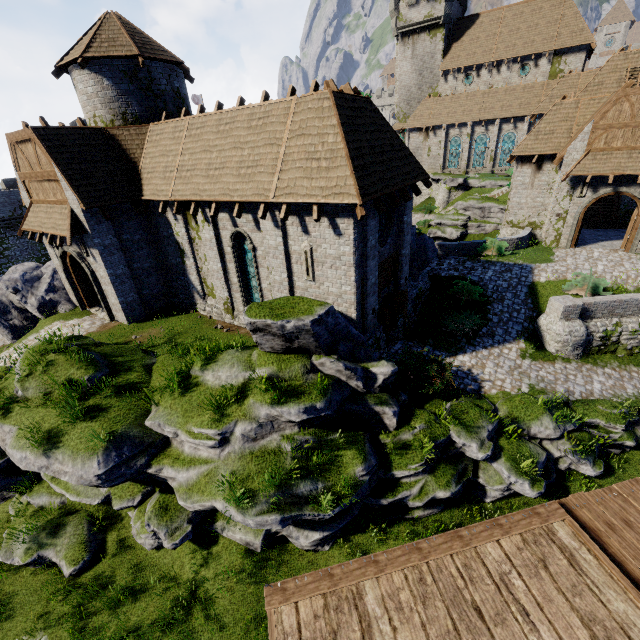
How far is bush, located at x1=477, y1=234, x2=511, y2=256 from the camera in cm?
2167

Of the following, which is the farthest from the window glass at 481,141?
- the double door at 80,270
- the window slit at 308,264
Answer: the double door at 80,270

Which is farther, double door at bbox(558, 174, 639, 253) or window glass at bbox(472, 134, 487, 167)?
window glass at bbox(472, 134, 487, 167)

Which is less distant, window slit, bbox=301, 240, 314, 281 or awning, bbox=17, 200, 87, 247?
window slit, bbox=301, 240, 314, 281

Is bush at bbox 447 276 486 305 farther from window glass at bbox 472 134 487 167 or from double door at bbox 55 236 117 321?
window glass at bbox 472 134 487 167

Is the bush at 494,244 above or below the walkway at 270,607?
below

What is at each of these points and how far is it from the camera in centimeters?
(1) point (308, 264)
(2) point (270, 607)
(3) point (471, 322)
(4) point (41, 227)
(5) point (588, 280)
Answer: (1) window slit, 1238cm
(2) walkway, 464cm
(3) bush, 1614cm
(4) awning, 1580cm
(5) bush, 1675cm

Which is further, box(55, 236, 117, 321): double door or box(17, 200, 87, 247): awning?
box(55, 236, 117, 321): double door
